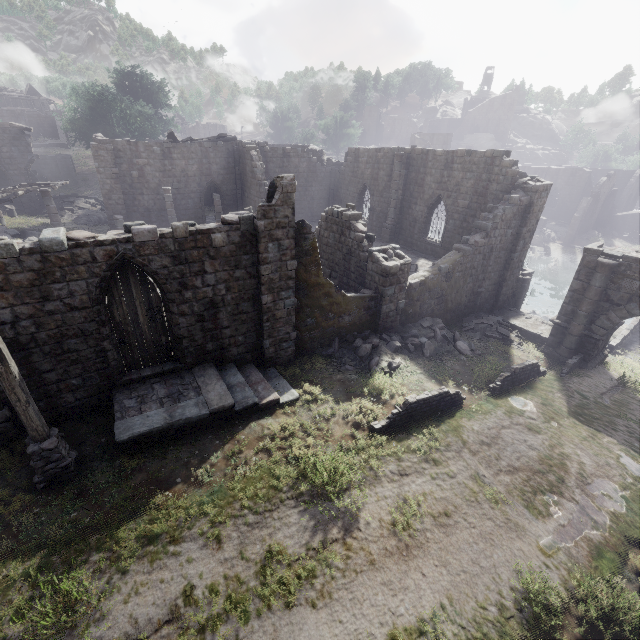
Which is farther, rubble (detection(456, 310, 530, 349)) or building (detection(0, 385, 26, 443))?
rubble (detection(456, 310, 530, 349))

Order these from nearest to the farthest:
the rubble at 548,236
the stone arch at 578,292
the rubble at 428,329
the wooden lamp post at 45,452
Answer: the wooden lamp post at 45,452 → the rubble at 428,329 → the stone arch at 578,292 → the rubble at 548,236

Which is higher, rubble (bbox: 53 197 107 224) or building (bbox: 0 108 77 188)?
building (bbox: 0 108 77 188)

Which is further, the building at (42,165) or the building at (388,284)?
the building at (42,165)

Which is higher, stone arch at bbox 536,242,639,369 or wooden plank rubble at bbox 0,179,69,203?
wooden plank rubble at bbox 0,179,69,203

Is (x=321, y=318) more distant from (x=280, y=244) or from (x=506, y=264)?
(x=506, y=264)

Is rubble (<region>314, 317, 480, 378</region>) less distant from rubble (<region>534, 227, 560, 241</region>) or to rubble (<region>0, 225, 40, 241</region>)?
rubble (<region>0, 225, 40, 241</region>)

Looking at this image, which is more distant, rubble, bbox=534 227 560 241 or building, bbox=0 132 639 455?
rubble, bbox=534 227 560 241
